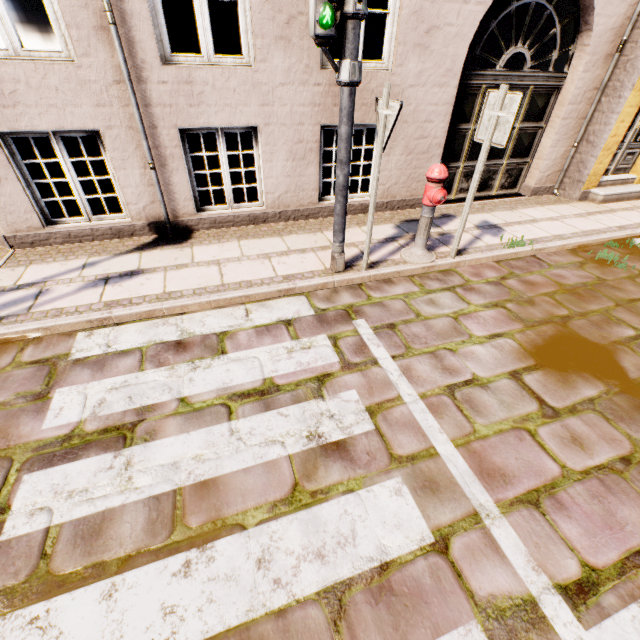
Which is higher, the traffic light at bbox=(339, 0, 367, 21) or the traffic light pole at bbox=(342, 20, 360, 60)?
the traffic light at bbox=(339, 0, 367, 21)

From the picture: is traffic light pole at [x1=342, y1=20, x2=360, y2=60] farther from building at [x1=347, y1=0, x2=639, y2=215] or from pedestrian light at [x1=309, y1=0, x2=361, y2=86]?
building at [x1=347, y1=0, x2=639, y2=215]

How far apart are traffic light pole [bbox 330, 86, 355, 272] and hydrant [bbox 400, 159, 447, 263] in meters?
0.9 m

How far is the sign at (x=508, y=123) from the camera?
3.3 meters

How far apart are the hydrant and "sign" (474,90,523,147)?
0.5m

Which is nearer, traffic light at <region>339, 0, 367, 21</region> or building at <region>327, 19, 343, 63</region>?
traffic light at <region>339, 0, 367, 21</region>

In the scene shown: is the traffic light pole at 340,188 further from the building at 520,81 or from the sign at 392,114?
the building at 520,81

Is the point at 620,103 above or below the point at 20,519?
above
